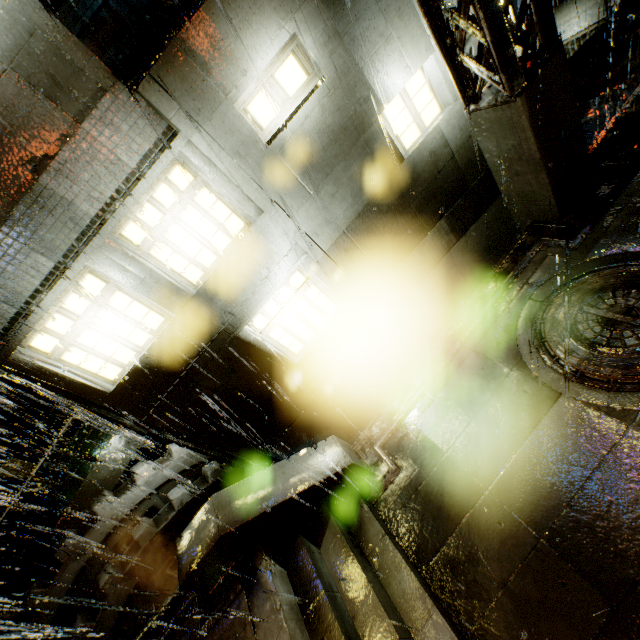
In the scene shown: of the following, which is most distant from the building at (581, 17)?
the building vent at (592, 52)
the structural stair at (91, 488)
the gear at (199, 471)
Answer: the building vent at (592, 52)

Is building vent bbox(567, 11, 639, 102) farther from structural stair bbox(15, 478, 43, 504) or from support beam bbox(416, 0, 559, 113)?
support beam bbox(416, 0, 559, 113)

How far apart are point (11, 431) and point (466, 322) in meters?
19.4 m

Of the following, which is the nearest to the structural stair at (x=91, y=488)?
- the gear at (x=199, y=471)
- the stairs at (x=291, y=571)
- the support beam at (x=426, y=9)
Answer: the gear at (x=199, y=471)

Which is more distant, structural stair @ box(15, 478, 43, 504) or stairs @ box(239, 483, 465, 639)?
structural stair @ box(15, 478, 43, 504)

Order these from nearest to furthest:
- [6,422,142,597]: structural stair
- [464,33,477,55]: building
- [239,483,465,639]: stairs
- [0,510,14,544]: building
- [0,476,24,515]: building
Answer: [239,483,465,639]: stairs
[464,33,477,55]: building
[6,422,142,597]: structural stair
[0,476,24,515]: building
[0,510,14,544]: building

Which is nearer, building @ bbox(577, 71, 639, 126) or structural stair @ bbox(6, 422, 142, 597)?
building @ bbox(577, 71, 639, 126)

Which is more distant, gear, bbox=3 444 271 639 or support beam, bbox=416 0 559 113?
gear, bbox=3 444 271 639
